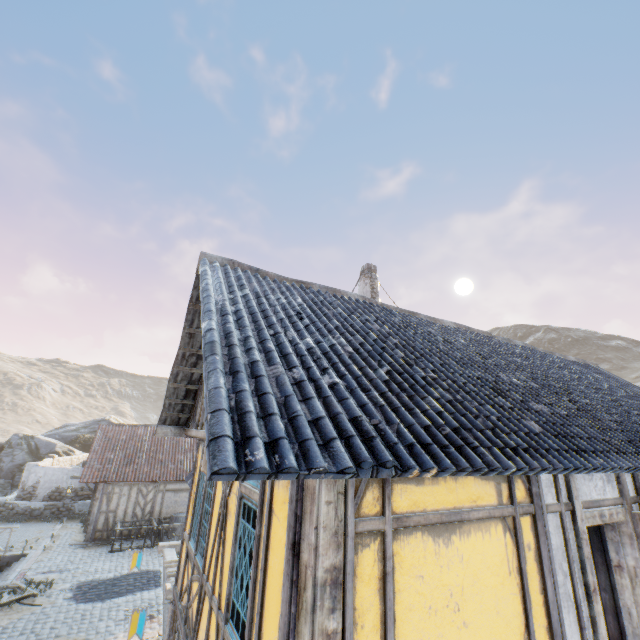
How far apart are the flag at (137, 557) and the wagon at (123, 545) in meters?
9.4

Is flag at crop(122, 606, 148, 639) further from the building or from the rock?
the rock

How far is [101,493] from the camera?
17.6m

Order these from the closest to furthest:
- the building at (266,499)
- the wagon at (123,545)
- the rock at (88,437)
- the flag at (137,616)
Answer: the building at (266,499) → the flag at (137,616) → the wagon at (123,545) → the rock at (88,437)

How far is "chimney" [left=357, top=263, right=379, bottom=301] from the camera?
11.6m

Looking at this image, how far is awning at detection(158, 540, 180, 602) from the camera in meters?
6.6

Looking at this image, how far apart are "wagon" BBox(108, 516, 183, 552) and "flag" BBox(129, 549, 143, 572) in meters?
9.4

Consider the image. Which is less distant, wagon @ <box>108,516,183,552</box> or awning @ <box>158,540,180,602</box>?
awning @ <box>158,540,180,602</box>
